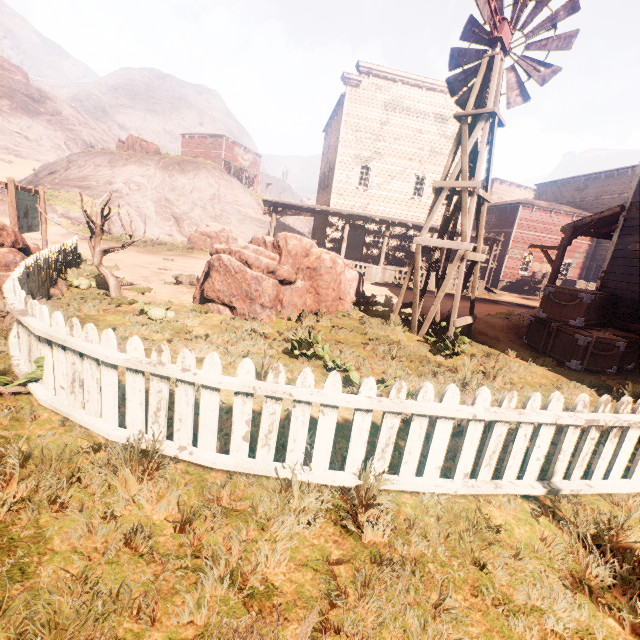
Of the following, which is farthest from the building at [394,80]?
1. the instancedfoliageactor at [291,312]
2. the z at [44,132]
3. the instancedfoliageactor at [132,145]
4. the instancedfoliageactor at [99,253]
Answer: the instancedfoliageactor at [132,145]

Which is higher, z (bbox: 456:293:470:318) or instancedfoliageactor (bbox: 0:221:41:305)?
instancedfoliageactor (bbox: 0:221:41:305)

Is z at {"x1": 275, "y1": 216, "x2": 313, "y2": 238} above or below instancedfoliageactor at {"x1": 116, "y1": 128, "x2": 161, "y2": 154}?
below

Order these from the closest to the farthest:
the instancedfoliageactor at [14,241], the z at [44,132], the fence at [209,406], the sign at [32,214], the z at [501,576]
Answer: the z at [501,576], the fence at [209,406], the z at [44,132], the instancedfoliageactor at [14,241], the sign at [32,214]

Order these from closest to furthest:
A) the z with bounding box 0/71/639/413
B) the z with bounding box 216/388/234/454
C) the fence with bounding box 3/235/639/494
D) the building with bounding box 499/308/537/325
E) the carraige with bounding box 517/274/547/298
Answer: the fence with bounding box 3/235/639/494 < the z with bounding box 216/388/234/454 < the z with bounding box 0/71/639/413 < the building with bounding box 499/308/537/325 < the carraige with bounding box 517/274/547/298

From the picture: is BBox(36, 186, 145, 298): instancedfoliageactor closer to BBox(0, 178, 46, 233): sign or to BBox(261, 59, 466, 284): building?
BBox(0, 178, 46, 233): sign

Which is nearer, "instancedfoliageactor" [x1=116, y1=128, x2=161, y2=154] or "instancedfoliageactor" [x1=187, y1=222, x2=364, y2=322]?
"instancedfoliageactor" [x1=187, y1=222, x2=364, y2=322]

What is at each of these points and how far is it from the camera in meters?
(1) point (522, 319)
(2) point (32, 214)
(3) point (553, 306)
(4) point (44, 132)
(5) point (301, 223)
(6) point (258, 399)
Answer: (1) building, 10.8 m
(2) sign, 9.7 m
(3) wooden box, 8.1 m
(4) z, 50.2 m
(5) z, 39.9 m
(6) z, 4.1 m
